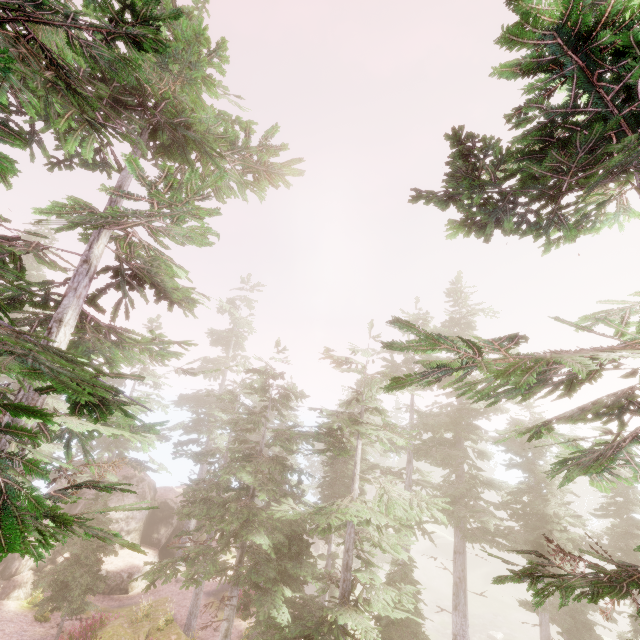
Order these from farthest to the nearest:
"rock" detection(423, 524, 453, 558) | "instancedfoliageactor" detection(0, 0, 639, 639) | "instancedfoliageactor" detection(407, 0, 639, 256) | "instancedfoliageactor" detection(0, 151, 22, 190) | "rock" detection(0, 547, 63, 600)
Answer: "rock" detection(423, 524, 453, 558)
"rock" detection(0, 547, 63, 600)
"instancedfoliageactor" detection(407, 0, 639, 256)
"instancedfoliageactor" detection(0, 0, 639, 639)
"instancedfoliageactor" detection(0, 151, 22, 190)

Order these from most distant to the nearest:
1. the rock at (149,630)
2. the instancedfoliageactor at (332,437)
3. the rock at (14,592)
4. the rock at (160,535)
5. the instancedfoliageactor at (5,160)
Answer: the rock at (160,535) < the rock at (14,592) < the rock at (149,630) < the instancedfoliageactor at (332,437) < the instancedfoliageactor at (5,160)

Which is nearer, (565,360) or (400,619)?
(565,360)

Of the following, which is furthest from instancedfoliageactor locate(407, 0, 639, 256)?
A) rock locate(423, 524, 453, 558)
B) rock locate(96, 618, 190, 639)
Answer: rock locate(96, 618, 190, 639)

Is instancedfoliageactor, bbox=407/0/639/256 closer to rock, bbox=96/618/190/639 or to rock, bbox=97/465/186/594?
rock, bbox=97/465/186/594

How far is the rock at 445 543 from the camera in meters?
51.7 m

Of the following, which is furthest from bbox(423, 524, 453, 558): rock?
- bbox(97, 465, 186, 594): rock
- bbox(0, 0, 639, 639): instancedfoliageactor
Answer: bbox(97, 465, 186, 594): rock
